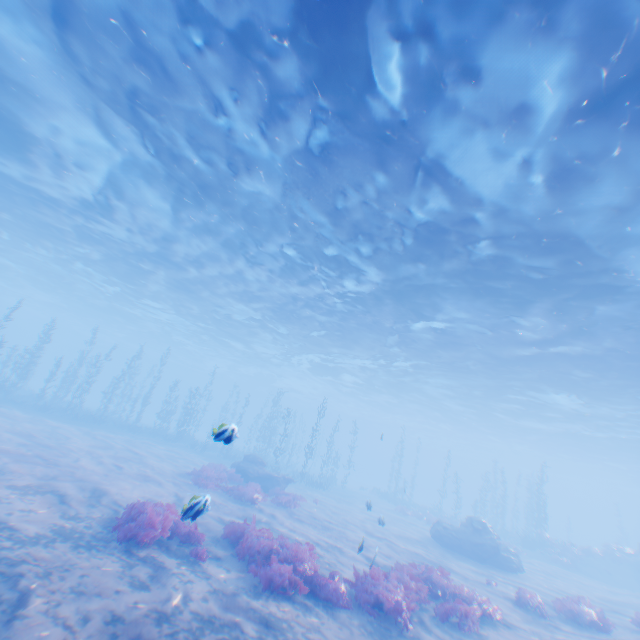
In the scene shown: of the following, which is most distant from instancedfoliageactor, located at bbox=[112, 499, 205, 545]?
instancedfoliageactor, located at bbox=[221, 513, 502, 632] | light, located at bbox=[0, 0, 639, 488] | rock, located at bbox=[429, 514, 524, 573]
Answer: light, located at bbox=[0, 0, 639, 488]

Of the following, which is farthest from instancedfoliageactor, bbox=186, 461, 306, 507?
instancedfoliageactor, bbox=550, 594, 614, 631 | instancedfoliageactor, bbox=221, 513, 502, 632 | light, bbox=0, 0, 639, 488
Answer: instancedfoliageactor, bbox=550, 594, 614, 631

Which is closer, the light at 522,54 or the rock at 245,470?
the light at 522,54

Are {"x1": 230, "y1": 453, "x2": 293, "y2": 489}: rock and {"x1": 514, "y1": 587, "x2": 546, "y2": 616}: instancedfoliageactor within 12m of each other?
no

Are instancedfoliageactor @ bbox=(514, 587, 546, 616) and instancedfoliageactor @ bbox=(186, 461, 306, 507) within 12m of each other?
yes

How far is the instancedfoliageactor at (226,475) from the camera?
16.0m

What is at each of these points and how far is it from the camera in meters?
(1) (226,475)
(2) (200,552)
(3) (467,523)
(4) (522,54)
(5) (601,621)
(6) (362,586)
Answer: (1) instancedfoliageactor, 19.3 m
(2) instancedfoliageactor, 8.3 m
(3) rock, 20.5 m
(4) light, 7.3 m
(5) instancedfoliageactor, 12.0 m
(6) instancedfoliageactor, 8.6 m

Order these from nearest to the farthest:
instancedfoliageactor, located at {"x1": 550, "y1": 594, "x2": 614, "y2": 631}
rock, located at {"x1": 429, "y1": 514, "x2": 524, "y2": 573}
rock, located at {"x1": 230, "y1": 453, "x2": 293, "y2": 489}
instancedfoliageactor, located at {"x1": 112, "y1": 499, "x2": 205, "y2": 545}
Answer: instancedfoliageactor, located at {"x1": 112, "y1": 499, "x2": 205, "y2": 545} < instancedfoliageactor, located at {"x1": 550, "y1": 594, "x2": 614, "y2": 631} < rock, located at {"x1": 429, "y1": 514, "x2": 524, "y2": 573} < rock, located at {"x1": 230, "y1": 453, "x2": 293, "y2": 489}
